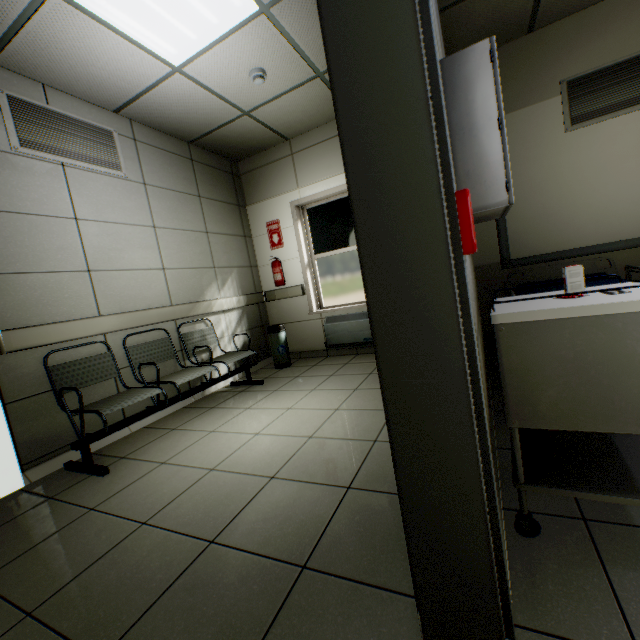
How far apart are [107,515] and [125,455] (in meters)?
0.89

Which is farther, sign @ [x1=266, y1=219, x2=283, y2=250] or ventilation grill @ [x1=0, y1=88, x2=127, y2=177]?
sign @ [x1=266, y1=219, x2=283, y2=250]

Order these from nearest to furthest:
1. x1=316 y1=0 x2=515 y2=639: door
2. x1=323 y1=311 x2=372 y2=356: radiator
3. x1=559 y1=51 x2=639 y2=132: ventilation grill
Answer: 1. x1=316 y1=0 x2=515 y2=639: door
2. x1=559 y1=51 x2=639 y2=132: ventilation grill
3. x1=323 y1=311 x2=372 y2=356: radiator

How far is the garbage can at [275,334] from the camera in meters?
4.7

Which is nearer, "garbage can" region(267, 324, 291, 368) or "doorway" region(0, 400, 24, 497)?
"doorway" region(0, 400, 24, 497)

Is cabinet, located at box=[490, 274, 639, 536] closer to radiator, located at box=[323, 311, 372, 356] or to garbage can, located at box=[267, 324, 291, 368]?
radiator, located at box=[323, 311, 372, 356]

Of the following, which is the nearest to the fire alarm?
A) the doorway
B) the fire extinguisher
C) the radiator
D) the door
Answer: the door

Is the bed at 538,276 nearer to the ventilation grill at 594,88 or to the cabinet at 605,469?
the ventilation grill at 594,88
